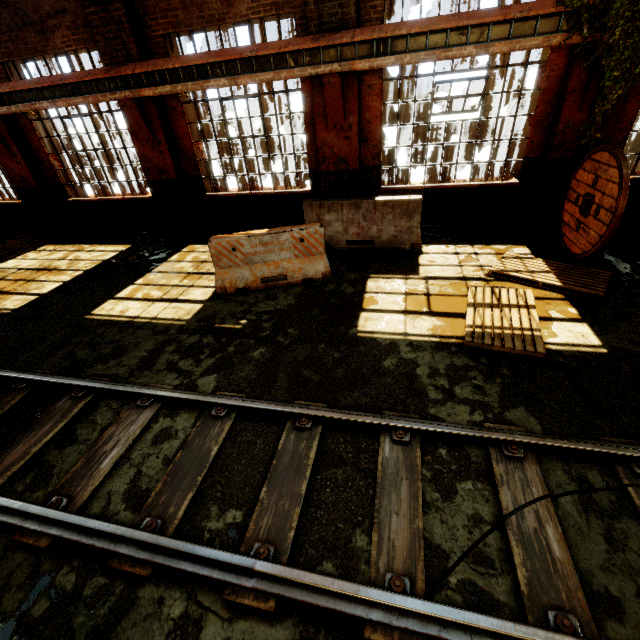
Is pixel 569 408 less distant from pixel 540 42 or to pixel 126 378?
pixel 126 378

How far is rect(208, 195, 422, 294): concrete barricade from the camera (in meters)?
5.92

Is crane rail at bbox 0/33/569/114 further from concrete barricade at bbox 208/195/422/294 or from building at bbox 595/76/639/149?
concrete barricade at bbox 208/195/422/294

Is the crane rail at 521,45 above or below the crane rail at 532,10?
below

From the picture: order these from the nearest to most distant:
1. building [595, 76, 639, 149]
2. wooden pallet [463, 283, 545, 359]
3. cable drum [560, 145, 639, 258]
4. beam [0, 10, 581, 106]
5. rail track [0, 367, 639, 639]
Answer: rail track [0, 367, 639, 639] < wooden pallet [463, 283, 545, 359] < cable drum [560, 145, 639, 258] < beam [0, 10, 581, 106] < building [595, 76, 639, 149]

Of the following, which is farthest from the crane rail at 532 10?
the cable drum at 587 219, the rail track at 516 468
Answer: the rail track at 516 468

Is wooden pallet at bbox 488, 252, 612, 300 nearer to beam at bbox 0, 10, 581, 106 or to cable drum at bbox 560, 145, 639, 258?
cable drum at bbox 560, 145, 639, 258

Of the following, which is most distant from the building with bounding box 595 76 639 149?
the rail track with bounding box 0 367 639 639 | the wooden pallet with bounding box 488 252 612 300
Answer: the rail track with bounding box 0 367 639 639
